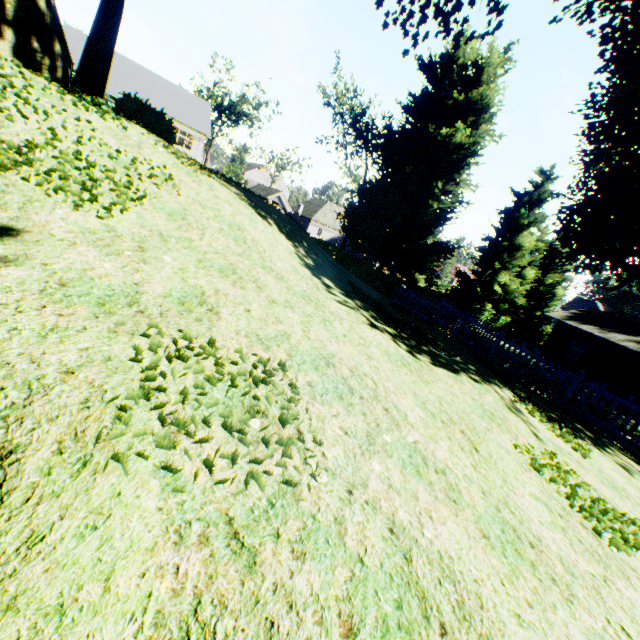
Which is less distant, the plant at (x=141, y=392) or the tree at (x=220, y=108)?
the plant at (x=141, y=392)

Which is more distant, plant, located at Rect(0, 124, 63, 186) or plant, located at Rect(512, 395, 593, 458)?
plant, located at Rect(512, 395, 593, 458)

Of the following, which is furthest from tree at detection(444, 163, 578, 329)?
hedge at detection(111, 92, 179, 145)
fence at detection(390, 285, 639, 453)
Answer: hedge at detection(111, 92, 179, 145)

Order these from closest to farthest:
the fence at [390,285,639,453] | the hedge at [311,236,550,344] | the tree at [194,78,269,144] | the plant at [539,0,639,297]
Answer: the fence at [390,285,639,453], the plant at [539,0,639,297], the hedge at [311,236,550,344], the tree at [194,78,269,144]

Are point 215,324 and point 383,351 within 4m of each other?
yes

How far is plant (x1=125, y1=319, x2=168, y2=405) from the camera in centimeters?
183cm

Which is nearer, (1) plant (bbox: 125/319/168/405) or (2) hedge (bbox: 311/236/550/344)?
(1) plant (bbox: 125/319/168/405)

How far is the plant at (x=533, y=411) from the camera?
5.8 meters
